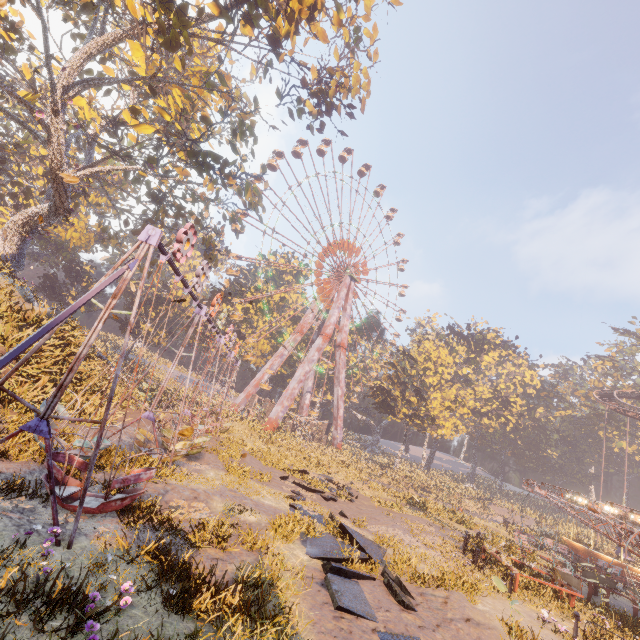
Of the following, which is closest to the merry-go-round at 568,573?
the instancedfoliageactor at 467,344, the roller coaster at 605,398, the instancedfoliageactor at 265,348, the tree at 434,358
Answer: the roller coaster at 605,398

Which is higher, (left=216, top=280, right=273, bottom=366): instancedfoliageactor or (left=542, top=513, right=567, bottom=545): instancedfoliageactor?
(left=216, top=280, right=273, bottom=366): instancedfoliageactor

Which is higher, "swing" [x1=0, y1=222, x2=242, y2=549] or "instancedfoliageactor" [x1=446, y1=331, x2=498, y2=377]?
"instancedfoliageactor" [x1=446, y1=331, x2=498, y2=377]

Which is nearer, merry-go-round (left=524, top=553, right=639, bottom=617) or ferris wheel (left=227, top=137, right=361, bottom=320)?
merry-go-round (left=524, top=553, right=639, bottom=617)

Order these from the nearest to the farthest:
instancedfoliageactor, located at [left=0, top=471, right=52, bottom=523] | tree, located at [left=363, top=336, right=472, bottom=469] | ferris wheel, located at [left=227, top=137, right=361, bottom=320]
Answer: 1. instancedfoliageactor, located at [left=0, top=471, right=52, bottom=523]
2. tree, located at [left=363, top=336, right=472, bottom=469]
3. ferris wheel, located at [left=227, top=137, right=361, bottom=320]

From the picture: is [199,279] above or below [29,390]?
above

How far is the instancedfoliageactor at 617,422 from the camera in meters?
53.0 m

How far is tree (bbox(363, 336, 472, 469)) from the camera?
42.0m
